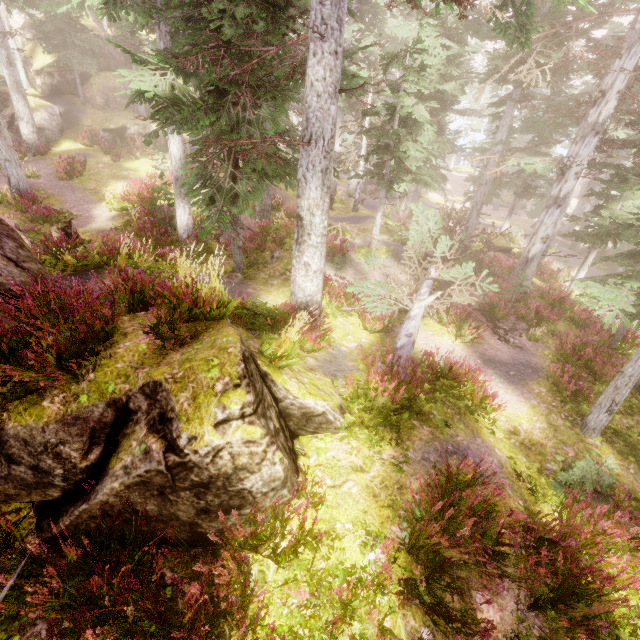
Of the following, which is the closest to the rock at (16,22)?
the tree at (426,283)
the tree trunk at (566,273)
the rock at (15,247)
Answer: the rock at (15,247)

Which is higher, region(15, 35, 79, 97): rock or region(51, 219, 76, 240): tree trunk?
region(15, 35, 79, 97): rock

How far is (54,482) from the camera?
3.68m

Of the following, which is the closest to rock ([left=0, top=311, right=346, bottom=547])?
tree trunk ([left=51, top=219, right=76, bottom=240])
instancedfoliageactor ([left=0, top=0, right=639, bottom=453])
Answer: instancedfoliageactor ([left=0, top=0, right=639, bottom=453])

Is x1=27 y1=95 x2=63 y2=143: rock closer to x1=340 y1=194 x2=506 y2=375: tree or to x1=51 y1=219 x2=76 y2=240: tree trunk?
x1=51 y1=219 x2=76 y2=240: tree trunk

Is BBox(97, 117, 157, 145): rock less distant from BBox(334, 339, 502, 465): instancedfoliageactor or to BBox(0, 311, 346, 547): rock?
BBox(334, 339, 502, 465): instancedfoliageactor

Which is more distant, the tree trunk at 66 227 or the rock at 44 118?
the rock at 44 118

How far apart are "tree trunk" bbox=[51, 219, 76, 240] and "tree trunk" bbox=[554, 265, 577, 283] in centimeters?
2418cm
